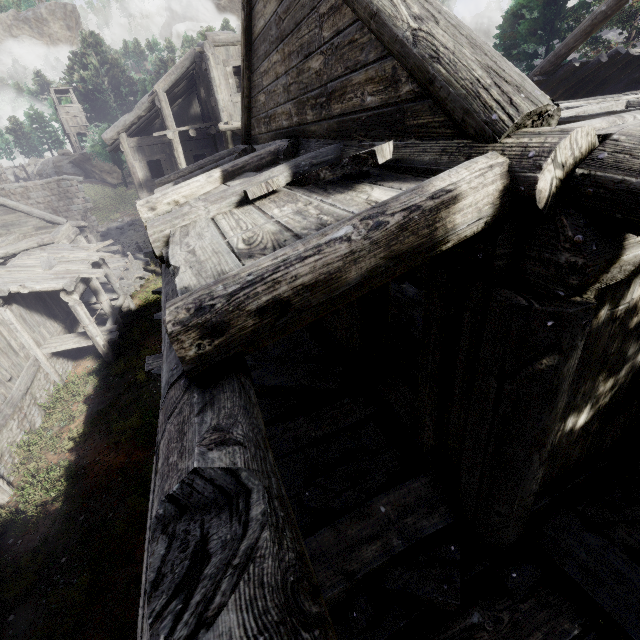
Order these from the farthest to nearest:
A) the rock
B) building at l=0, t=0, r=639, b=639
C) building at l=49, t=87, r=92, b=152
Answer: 1. building at l=49, t=87, r=92, b=152
2. the rock
3. building at l=0, t=0, r=639, b=639

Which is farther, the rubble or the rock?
the rock

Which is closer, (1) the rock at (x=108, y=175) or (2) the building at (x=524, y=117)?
(2) the building at (x=524, y=117)

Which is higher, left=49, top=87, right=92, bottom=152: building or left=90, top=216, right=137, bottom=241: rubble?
left=49, top=87, right=92, bottom=152: building

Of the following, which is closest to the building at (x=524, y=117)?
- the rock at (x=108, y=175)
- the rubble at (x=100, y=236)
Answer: the rubble at (x=100, y=236)

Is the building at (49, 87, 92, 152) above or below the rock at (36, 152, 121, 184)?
above

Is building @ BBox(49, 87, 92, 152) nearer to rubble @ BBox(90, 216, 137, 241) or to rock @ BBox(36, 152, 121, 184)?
rubble @ BBox(90, 216, 137, 241)

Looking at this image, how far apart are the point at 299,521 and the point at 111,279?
17.0m
